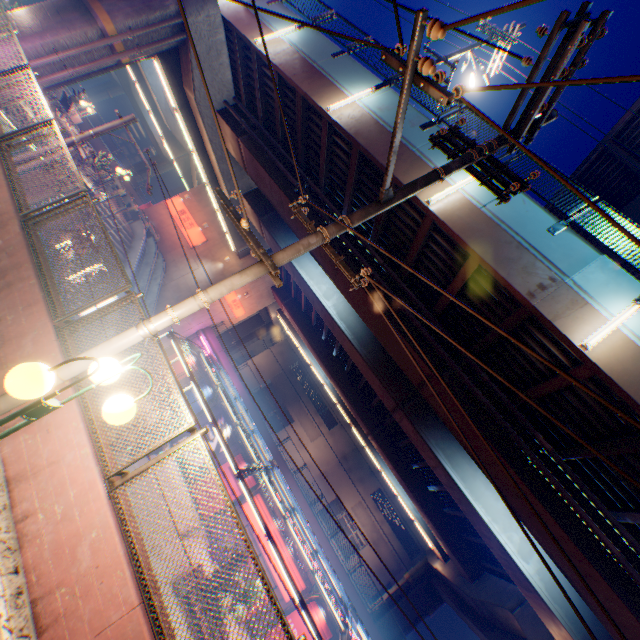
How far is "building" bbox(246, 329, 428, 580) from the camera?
40.19m

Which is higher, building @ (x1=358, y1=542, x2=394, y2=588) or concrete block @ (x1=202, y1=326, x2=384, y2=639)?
building @ (x1=358, y1=542, x2=394, y2=588)

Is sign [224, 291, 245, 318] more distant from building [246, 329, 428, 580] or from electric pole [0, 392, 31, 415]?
electric pole [0, 392, 31, 415]

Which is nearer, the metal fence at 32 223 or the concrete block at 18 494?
the concrete block at 18 494

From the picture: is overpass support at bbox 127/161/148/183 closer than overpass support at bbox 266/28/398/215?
No

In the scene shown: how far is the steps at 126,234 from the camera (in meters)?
22.52

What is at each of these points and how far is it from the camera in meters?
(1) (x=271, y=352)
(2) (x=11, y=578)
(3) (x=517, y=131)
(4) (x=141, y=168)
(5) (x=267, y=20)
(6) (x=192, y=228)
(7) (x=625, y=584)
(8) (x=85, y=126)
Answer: (1) building, 51.0
(2) concrete curb, 3.4
(3) electric pole, 5.5
(4) overpass support, 52.8
(5) overpass support, 13.2
(6) sign, 29.7
(7) overpass support, 7.9
(8) concrete block, 29.7
